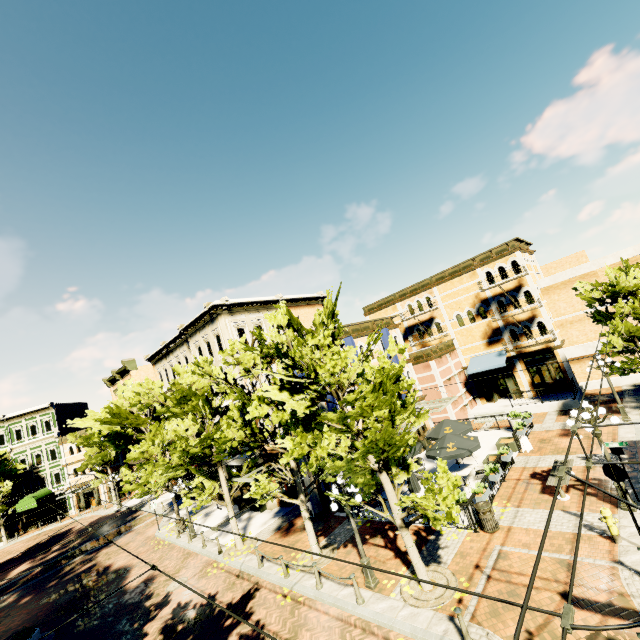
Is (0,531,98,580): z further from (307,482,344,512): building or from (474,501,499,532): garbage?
(474,501,499,532): garbage

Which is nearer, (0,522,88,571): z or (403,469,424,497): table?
(403,469,424,497): table

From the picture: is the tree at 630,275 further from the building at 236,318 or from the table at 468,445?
the table at 468,445

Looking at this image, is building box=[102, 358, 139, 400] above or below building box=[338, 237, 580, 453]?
above

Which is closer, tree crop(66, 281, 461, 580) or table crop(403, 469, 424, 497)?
tree crop(66, 281, 461, 580)

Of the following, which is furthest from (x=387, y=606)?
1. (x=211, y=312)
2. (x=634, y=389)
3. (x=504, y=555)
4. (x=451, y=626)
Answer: (x=634, y=389)

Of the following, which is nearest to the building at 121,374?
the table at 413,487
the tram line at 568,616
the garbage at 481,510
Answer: the table at 413,487

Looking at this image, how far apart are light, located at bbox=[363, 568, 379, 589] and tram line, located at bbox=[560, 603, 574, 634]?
9.2 meters
